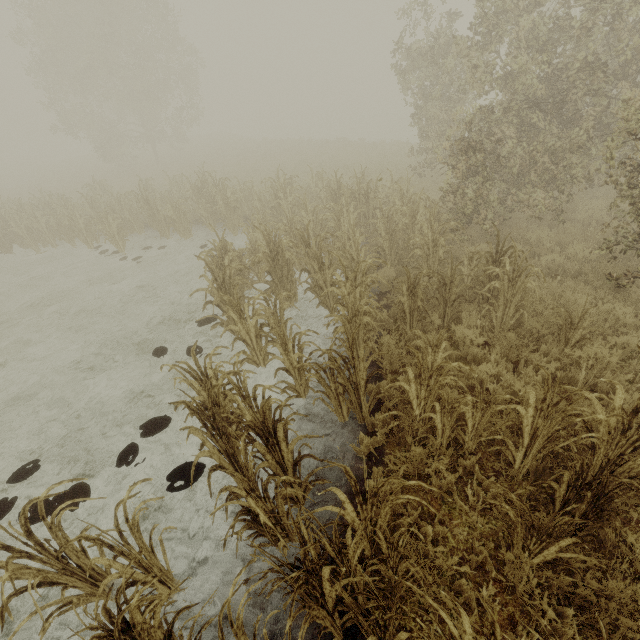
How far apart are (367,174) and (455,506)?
14.9m

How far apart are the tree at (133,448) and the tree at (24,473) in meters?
1.3 m

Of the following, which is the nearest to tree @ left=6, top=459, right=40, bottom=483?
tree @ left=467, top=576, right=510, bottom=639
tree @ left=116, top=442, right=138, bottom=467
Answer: tree @ left=116, top=442, right=138, bottom=467

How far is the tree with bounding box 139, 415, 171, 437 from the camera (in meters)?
5.10

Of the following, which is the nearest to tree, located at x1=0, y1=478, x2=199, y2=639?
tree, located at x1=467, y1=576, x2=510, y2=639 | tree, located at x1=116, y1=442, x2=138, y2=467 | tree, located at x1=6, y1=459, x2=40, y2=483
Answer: tree, located at x1=116, y1=442, x2=138, y2=467

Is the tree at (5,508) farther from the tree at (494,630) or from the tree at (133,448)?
the tree at (494,630)

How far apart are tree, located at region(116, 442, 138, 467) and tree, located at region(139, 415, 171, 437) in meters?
0.1 m

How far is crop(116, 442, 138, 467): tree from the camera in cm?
471
